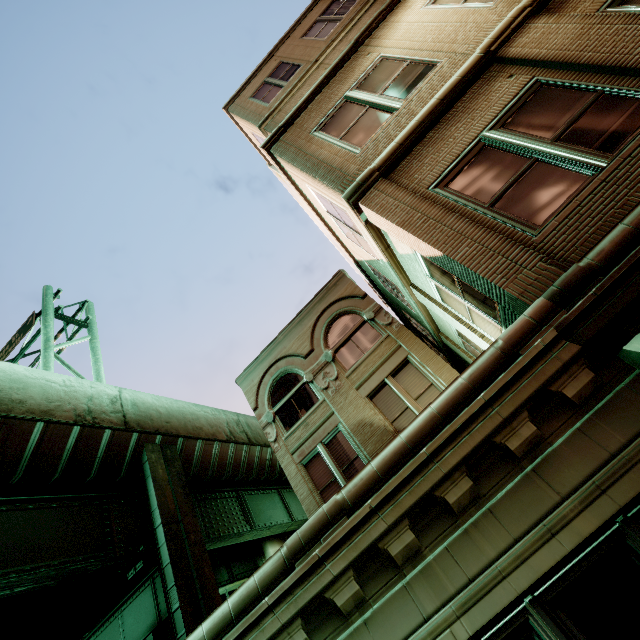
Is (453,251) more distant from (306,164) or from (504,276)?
(306,164)
